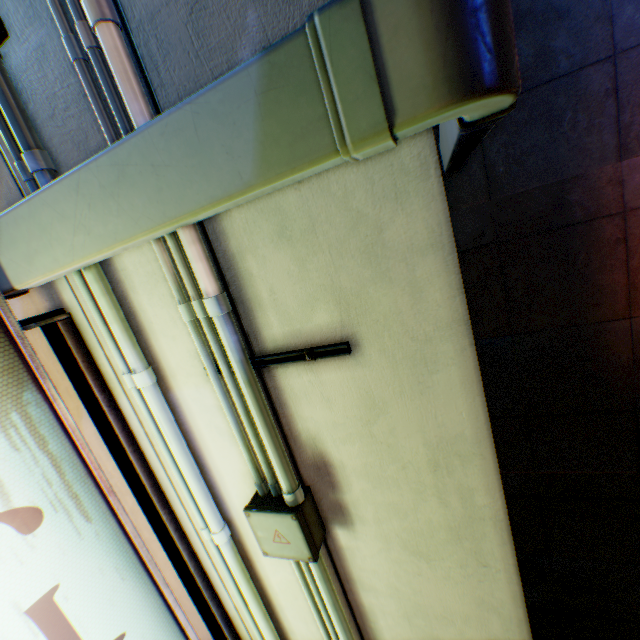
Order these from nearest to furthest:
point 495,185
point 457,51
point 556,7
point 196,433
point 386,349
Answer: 1. point 457,51
2. point 386,349
3. point 196,433
4. point 556,7
5. point 495,185

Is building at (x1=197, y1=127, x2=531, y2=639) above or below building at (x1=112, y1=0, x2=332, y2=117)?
below

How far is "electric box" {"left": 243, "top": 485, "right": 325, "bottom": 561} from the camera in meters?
1.5 m

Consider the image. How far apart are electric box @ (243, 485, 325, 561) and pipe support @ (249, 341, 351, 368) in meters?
0.7

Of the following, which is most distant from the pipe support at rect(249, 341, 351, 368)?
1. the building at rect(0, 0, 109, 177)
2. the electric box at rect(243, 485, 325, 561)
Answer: the electric box at rect(243, 485, 325, 561)

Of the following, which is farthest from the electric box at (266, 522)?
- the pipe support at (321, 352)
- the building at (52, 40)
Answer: the pipe support at (321, 352)

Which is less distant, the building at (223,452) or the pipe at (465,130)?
the pipe at (465,130)
